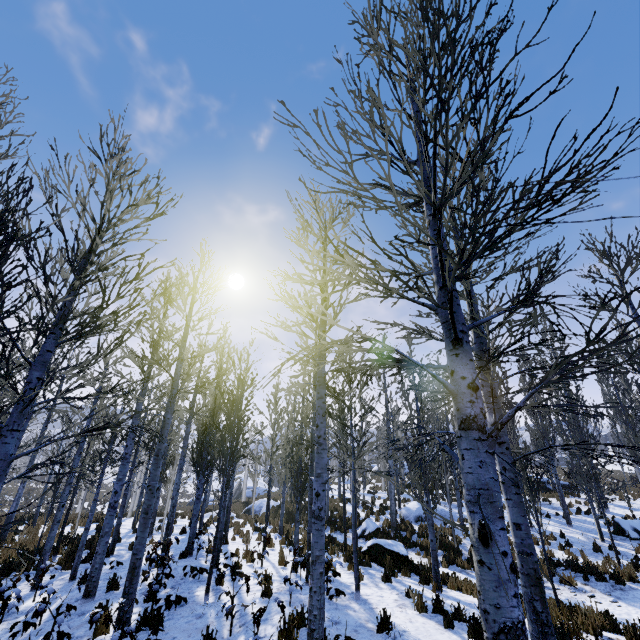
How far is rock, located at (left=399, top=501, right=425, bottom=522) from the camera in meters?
18.6

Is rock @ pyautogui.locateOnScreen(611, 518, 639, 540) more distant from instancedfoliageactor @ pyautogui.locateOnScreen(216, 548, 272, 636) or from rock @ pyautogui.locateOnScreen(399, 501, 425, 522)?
rock @ pyautogui.locateOnScreen(399, 501, 425, 522)

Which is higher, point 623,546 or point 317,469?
point 317,469

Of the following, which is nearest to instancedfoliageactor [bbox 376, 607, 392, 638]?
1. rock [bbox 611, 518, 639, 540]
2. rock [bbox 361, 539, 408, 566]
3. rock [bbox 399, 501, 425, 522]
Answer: rock [bbox 611, 518, 639, 540]

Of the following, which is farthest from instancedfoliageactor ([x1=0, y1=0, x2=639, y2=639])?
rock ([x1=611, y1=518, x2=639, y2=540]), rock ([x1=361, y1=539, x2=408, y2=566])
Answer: rock ([x1=361, y1=539, x2=408, y2=566])

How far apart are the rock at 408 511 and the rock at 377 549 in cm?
649

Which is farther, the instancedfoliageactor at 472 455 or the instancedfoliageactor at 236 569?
the instancedfoliageactor at 236 569

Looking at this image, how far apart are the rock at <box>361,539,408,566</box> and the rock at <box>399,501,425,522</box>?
6.49m
